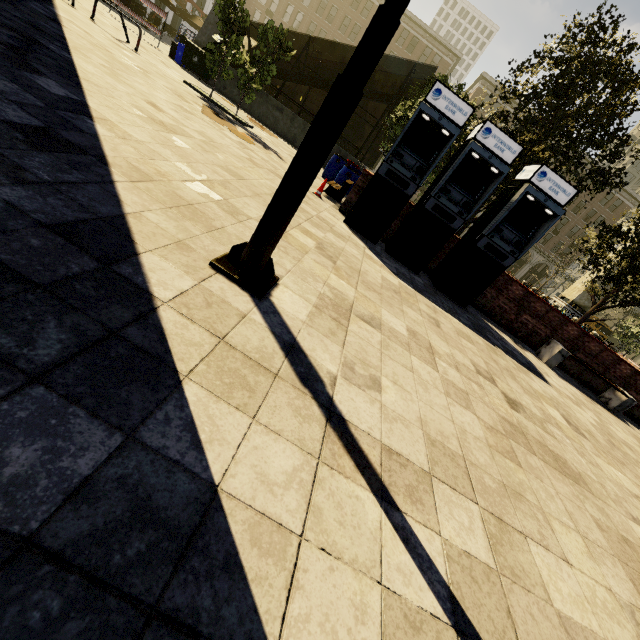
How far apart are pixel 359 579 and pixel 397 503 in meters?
A: 0.5 m

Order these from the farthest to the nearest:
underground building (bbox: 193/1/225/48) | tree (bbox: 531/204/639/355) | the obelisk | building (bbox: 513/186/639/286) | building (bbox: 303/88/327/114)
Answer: building (bbox: 303/88/327/114) < building (bbox: 513/186/639/286) < the obelisk < underground building (bbox: 193/1/225/48) < tree (bbox: 531/204/639/355)

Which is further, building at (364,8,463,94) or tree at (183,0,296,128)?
building at (364,8,463,94)

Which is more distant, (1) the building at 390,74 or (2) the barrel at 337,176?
(1) the building at 390,74

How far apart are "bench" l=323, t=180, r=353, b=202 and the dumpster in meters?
10.4 m

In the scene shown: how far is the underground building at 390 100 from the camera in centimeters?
1639cm

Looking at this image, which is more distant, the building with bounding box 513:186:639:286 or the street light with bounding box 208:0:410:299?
the building with bounding box 513:186:639:286

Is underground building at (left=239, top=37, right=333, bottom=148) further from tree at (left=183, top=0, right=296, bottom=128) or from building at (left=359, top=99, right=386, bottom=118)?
building at (left=359, top=99, right=386, bottom=118)
